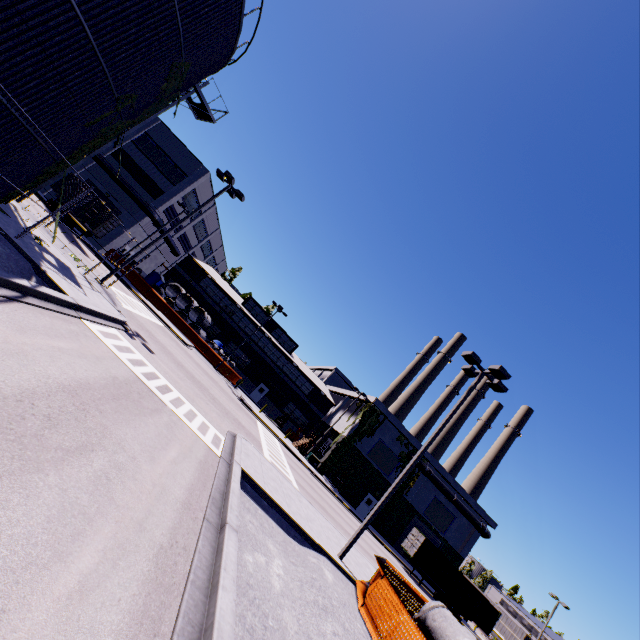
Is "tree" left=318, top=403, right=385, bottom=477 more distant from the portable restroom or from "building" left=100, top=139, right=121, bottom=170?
the portable restroom

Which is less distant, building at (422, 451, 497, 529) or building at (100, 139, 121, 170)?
building at (100, 139, 121, 170)

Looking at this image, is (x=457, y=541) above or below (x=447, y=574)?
above

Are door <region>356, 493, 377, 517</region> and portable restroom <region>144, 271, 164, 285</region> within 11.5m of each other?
no

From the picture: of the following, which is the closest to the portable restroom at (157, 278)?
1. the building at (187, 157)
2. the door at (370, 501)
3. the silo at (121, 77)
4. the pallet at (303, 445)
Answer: the building at (187, 157)

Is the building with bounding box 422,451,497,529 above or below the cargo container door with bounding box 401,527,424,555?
above

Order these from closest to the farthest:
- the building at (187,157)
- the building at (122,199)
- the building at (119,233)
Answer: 1. the building at (119,233)
2. the building at (122,199)
3. the building at (187,157)

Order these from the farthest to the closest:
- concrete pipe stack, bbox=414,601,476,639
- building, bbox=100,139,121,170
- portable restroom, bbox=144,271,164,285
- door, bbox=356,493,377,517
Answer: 1. portable restroom, bbox=144,271,164,285
2. door, bbox=356,493,377,517
3. building, bbox=100,139,121,170
4. concrete pipe stack, bbox=414,601,476,639
